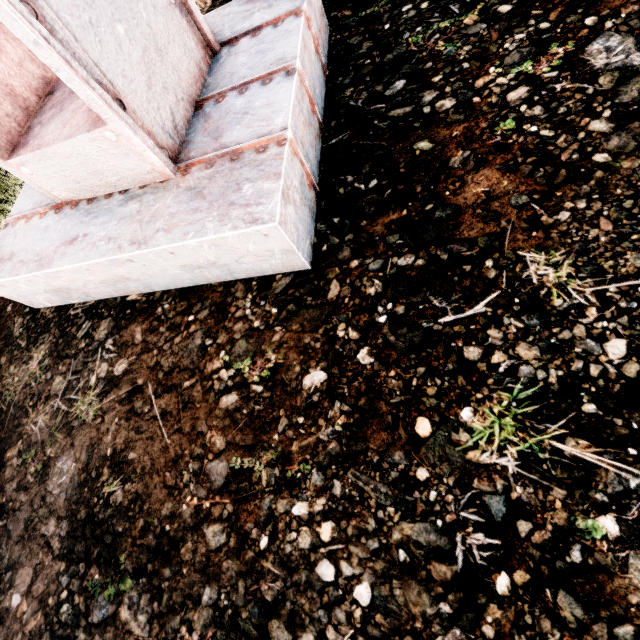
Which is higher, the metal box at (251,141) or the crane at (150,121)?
the crane at (150,121)

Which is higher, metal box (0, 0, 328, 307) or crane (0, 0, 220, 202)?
crane (0, 0, 220, 202)

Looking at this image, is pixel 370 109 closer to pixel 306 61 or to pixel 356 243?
pixel 306 61
